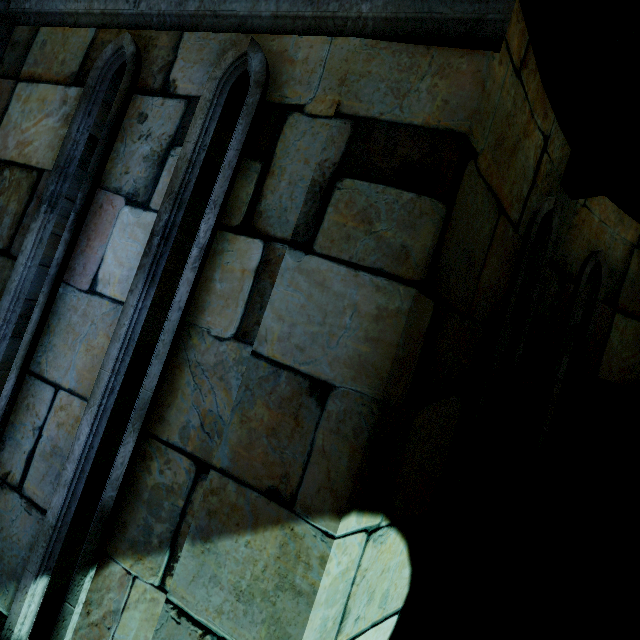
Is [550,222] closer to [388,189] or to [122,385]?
[388,189]
